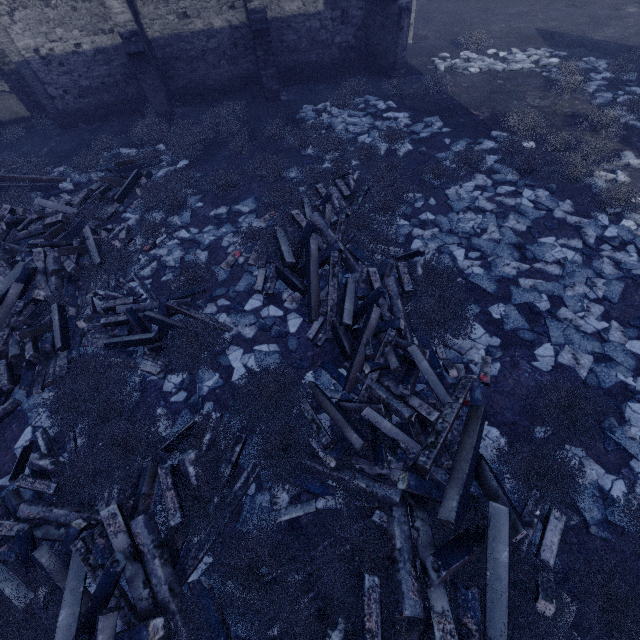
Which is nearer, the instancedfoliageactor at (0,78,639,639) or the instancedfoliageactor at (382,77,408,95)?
the instancedfoliageactor at (0,78,639,639)

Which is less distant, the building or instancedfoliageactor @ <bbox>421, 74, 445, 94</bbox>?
the building

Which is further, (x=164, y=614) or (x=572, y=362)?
(x=572, y=362)

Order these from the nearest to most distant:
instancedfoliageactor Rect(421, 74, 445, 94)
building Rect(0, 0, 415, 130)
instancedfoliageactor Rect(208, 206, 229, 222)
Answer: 1. instancedfoliageactor Rect(208, 206, 229, 222)
2. building Rect(0, 0, 415, 130)
3. instancedfoliageactor Rect(421, 74, 445, 94)

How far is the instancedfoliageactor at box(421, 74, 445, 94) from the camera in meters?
11.7

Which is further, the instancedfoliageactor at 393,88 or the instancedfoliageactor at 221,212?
the instancedfoliageactor at 393,88
